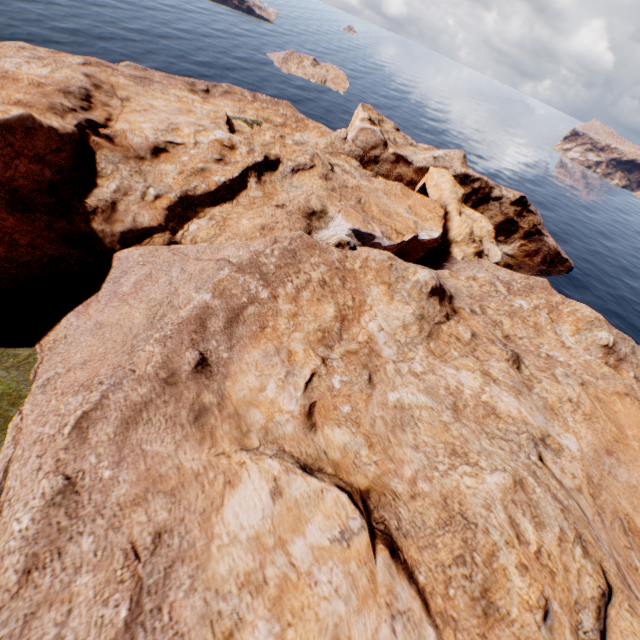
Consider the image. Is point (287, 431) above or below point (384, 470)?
below
